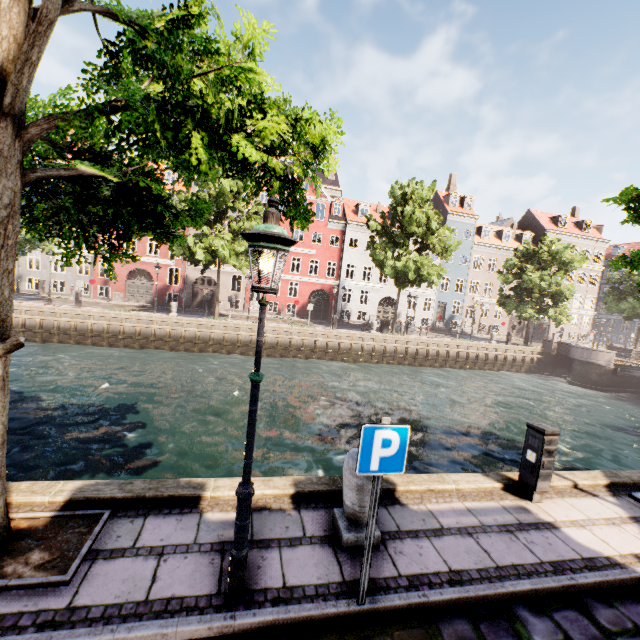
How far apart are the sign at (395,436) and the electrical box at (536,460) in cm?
360

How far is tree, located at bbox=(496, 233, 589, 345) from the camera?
28.0 meters

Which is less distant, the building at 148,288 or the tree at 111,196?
the tree at 111,196

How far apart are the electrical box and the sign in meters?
3.6 m

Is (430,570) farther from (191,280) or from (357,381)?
(191,280)

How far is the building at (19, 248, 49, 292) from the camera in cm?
2916

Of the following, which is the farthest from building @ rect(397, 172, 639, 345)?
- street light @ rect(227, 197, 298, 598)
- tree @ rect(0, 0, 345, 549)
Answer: street light @ rect(227, 197, 298, 598)

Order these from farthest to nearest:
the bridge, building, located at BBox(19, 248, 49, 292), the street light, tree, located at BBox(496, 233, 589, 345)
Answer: building, located at BBox(19, 248, 49, 292) < tree, located at BBox(496, 233, 589, 345) < the bridge < the street light
